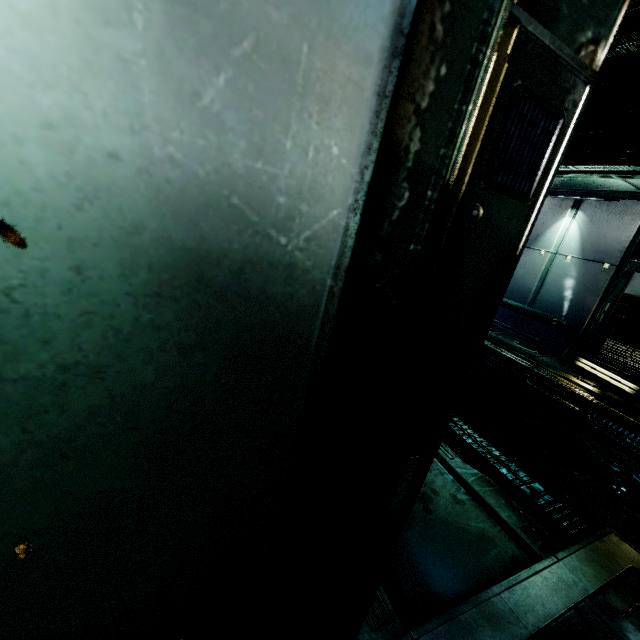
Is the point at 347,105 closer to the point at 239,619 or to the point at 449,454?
the point at 239,619

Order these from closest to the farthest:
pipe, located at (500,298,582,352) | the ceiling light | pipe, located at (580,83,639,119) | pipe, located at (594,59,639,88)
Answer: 1. pipe, located at (594,59,639,88)
2. pipe, located at (580,83,639,119)
3. the ceiling light
4. pipe, located at (500,298,582,352)

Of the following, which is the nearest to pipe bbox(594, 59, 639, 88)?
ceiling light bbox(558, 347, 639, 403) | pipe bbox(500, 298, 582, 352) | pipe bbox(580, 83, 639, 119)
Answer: pipe bbox(580, 83, 639, 119)

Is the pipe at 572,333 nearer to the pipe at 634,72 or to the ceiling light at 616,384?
the ceiling light at 616,384

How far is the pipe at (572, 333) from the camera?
9.0 meters

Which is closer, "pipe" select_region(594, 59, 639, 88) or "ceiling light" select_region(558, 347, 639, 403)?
"pipe" select_region(594, 59, 639, 88)

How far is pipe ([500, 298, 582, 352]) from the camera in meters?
9.0

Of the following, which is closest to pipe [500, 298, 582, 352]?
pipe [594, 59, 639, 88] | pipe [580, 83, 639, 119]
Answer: pipe [580, 83, 639, 119]
